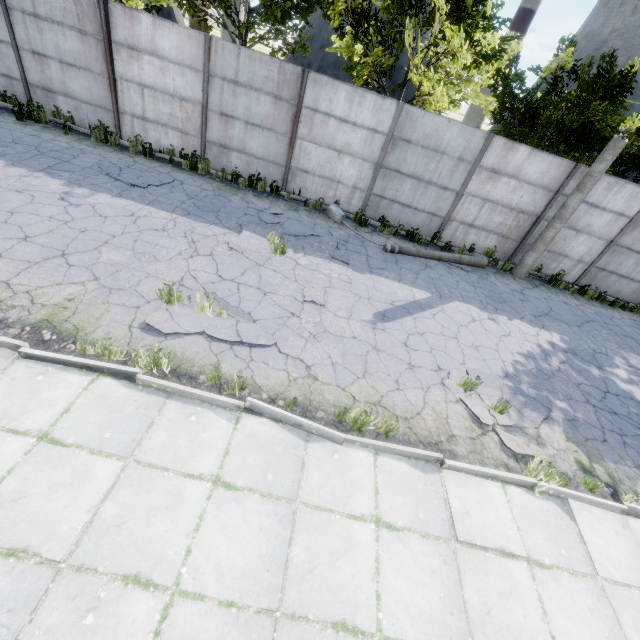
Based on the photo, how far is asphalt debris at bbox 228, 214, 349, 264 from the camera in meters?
8.1

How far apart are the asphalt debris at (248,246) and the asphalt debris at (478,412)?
3.97m

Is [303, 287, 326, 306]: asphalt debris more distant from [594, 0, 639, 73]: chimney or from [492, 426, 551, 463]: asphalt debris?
[594, 0, 639, 73]: chimney

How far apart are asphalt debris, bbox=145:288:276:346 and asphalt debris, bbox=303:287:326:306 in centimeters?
138cm

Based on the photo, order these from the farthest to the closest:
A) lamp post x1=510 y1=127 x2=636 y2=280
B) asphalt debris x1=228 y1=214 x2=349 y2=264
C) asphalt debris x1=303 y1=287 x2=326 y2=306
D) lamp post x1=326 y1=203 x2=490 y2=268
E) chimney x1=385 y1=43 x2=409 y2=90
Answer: chimney x1=385 y1=43 x2=409 y2=90 → lamp post x1=326 y1=203 x2=490 y2=268 → lamp post x1=510 y1=127 x2=636 y2=280 → asphalt debris x1=228 y1=214 x2=349 y2=264 → asphalt debris x1=303 y1=287 x2=326 y2=306

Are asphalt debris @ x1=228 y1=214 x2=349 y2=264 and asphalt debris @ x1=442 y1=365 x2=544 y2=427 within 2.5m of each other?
no

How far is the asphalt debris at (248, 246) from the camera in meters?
8.1 m

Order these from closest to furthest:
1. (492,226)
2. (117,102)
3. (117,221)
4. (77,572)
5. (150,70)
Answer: (77,572), (117,221), (150,70), (117,102), (492,226)
